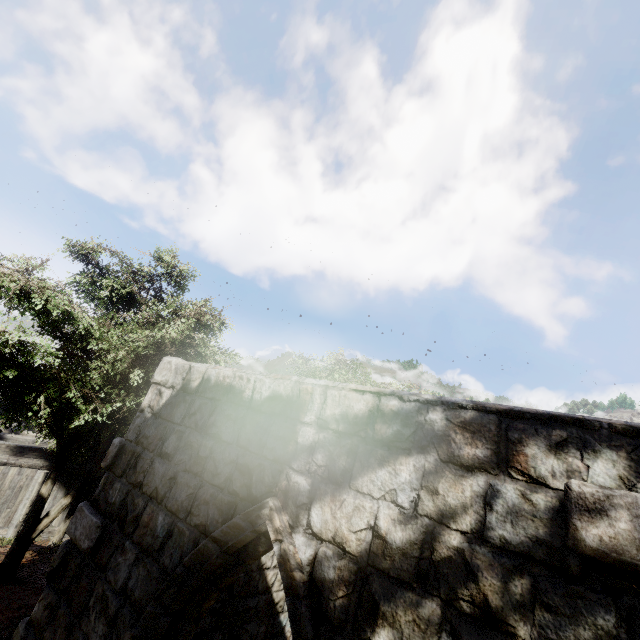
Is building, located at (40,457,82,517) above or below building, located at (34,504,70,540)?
above

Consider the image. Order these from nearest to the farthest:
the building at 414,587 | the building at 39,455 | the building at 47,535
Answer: the building at 414,587 → the building at 39,455 → the building at 47,535

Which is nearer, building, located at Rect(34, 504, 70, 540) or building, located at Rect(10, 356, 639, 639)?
building, located at Rect(10, 356, 639, 639)

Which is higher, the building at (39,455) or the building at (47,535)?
the building at (39,455)

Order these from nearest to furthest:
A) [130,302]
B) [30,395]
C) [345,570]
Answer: [345,570], [130,302], [30,395]

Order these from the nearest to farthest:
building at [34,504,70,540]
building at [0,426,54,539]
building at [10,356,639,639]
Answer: building at [10,356,639,639], building at [0,426,54,539], building at [34,504,70,540]
